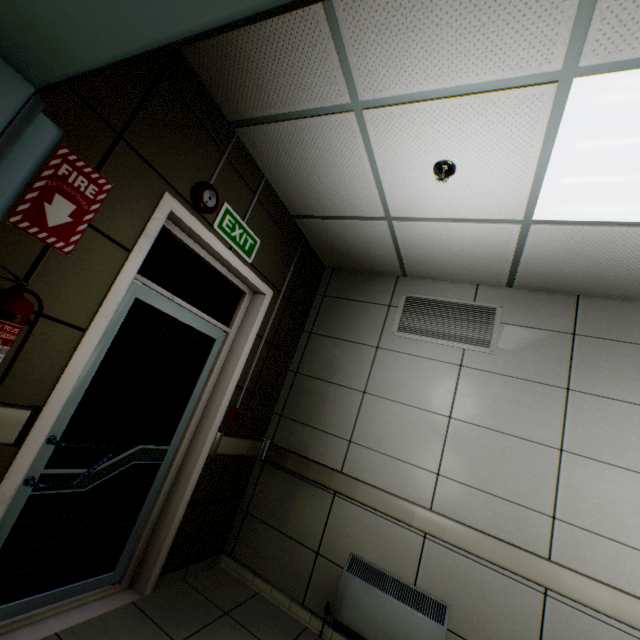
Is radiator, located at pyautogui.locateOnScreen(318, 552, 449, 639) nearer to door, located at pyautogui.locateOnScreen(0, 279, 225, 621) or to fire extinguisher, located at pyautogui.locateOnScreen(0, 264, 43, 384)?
door, located at pyautogui.locateOnScreen(0, 279, 225, 621)

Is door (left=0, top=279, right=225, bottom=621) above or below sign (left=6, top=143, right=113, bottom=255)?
below

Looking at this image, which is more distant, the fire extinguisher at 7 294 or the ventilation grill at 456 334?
the ventilation grill at 456 334

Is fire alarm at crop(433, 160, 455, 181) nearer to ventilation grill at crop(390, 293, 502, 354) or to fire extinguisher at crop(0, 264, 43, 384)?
ventilation grill at crop(390, 293, 502, 354)

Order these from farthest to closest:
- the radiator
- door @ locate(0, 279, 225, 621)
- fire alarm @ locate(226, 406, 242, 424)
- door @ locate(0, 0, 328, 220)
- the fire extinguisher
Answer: Result:
1. fire alarm @ locate(226, 406, 242, 424)
2. the radiator
3. door @ locate(0, 279, 225, 621)
4. the fire extinguisher
5. door @ locate(0, 0, 328, 220)

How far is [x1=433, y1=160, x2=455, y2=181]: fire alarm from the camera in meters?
2.0

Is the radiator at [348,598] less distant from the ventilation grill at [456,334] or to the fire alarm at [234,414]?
the fire alarm at [234,414]

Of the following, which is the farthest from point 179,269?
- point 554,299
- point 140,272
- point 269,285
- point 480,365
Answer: point 554,299
